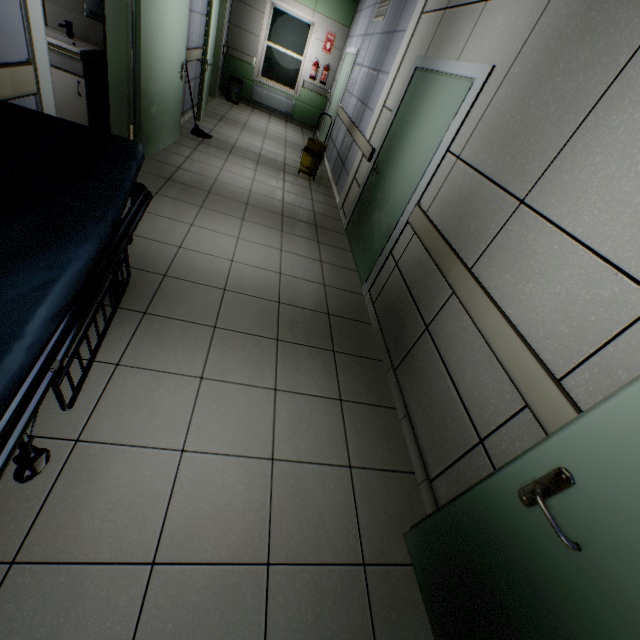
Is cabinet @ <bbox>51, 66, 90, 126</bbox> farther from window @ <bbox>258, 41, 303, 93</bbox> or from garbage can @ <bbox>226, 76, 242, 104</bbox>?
window @ <bbox>258, 41, 303, 93</bbox>

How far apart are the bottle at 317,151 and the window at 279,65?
4.29m

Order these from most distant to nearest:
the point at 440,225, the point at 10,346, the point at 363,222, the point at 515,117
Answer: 1. the point at 363,222
2. the point at 440,225
3. the point at 515,117
4. the point at 10,346

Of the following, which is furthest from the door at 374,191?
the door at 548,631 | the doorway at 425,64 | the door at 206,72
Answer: the door at 206,72

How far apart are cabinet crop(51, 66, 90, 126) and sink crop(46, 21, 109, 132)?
0.0 meters

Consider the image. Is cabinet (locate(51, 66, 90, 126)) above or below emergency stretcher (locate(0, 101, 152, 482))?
below

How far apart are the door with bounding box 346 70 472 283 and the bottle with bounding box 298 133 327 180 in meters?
→ 1.9 m

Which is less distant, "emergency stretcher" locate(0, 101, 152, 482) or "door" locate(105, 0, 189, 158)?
"emergency stretcher" locate(0, 101, 152, 482)
